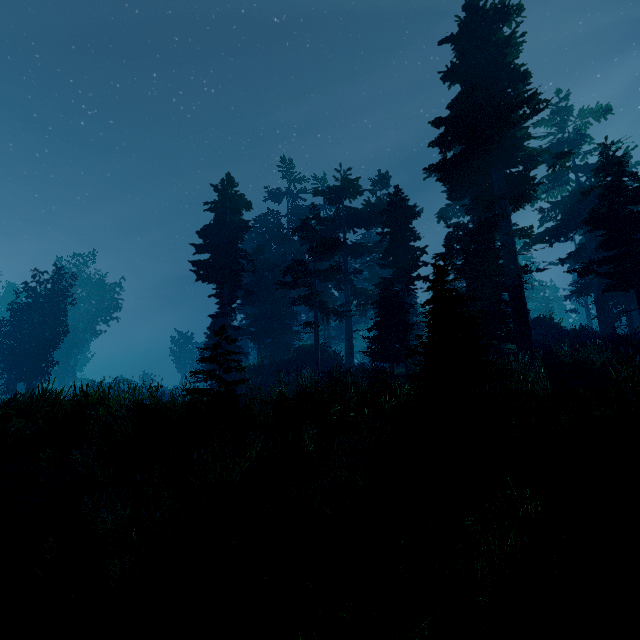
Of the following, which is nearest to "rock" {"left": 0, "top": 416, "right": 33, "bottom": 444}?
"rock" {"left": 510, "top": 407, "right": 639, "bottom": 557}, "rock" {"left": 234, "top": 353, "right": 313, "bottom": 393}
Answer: "rock" {"left": 510, "top": 407, "right": 639, "bottom": 557}

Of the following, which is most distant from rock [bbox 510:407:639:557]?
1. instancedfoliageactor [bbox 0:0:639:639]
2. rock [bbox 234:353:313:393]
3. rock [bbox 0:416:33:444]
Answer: rock [bbox 234:353:313:393]

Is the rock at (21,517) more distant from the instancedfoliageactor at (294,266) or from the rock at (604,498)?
the rock at (604,498)

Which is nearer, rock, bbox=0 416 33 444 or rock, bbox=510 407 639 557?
rock, bbox=510 407 639 557

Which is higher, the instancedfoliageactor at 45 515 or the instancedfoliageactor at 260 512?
the instancedfoliageactor at 260 512

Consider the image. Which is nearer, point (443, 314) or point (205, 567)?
point (205, 567)

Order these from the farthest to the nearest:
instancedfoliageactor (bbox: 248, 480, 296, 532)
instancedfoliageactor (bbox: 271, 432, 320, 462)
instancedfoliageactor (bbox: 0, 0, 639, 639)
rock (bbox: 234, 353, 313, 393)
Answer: rock (bbox: 234, 353, 313, 393) < instancedfoliageactor (bbox: 271, 432, 320, 462) < instancedfoliageactor (bbox: 248, 480, 296, 532) < instancedfoliageactor (bbox: 0, 0, 639, 639)

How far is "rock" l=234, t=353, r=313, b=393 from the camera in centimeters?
2514cm
